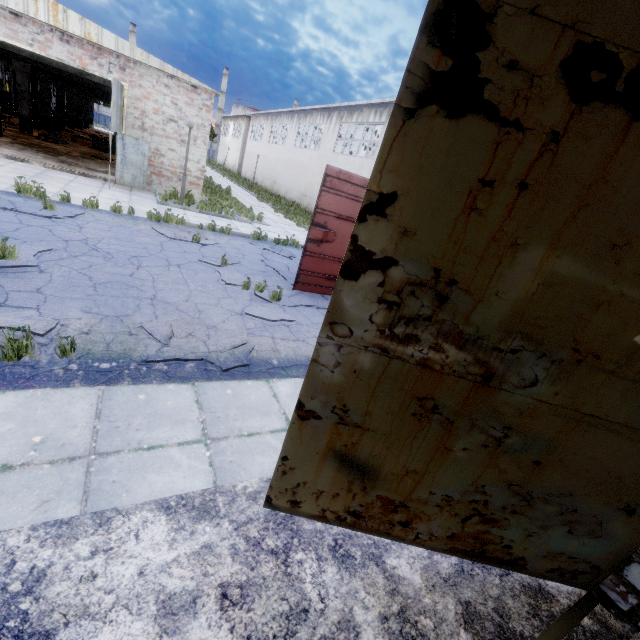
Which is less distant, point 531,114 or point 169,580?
point 531,114

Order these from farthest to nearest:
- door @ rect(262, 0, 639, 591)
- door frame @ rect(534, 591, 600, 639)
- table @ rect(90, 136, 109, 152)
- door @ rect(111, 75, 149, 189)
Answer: table @ rect(90, 136, 109, 152), door @ rect(111, 75, 149, 189), door frame @ rect(534, 591, 600, 639), door @ rect(262, 0, 639, 591)

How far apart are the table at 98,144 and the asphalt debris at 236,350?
25.73m

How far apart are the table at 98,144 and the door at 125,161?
12.2 meters

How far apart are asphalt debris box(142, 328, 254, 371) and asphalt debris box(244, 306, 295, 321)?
0.7m

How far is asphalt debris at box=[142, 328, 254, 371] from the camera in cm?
439

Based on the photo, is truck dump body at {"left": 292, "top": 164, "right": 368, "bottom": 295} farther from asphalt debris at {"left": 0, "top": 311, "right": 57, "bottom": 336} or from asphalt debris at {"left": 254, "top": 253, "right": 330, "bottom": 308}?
asphalt debris at {"left": 0, "top": 311, "right": 57, "bottom": 336}

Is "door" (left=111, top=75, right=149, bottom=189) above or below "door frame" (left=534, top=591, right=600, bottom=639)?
above
